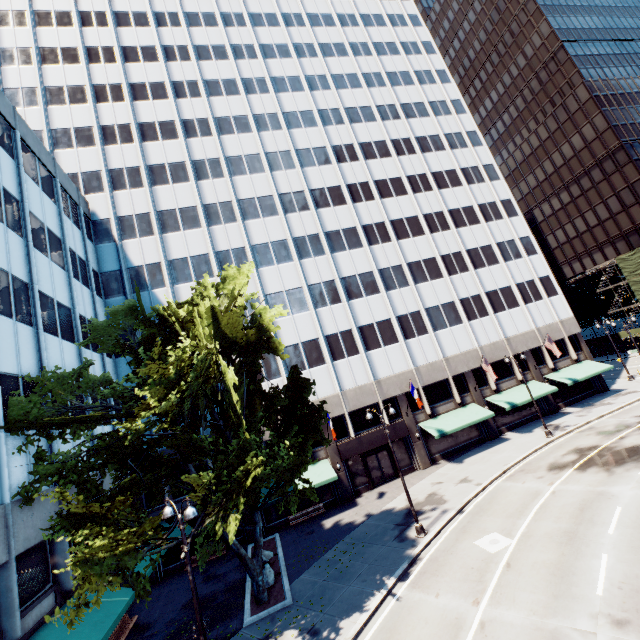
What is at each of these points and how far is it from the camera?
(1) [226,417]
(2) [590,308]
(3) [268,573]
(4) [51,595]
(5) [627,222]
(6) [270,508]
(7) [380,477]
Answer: (1) tree, 20.12m
(2) scaffolding, 57.62m
(3) rock, 18.77m
(4) building, 14.20m
(5) building, 52.66m
(6) building, 26.80m
(7) door, 29.30m

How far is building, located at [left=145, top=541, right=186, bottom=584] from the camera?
23.5m

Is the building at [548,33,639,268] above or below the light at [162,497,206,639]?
above

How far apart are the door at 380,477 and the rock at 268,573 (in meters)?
12.11

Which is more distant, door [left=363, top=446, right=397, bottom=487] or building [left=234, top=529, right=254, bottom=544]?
door [left=363, top=446, right=397, bottom=487]

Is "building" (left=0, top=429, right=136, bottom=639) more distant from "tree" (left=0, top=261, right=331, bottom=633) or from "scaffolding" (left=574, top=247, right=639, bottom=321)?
"scaffolding" (left=574, top=247, right=639, bottom=321)

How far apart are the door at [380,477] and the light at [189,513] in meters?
21.5 m
